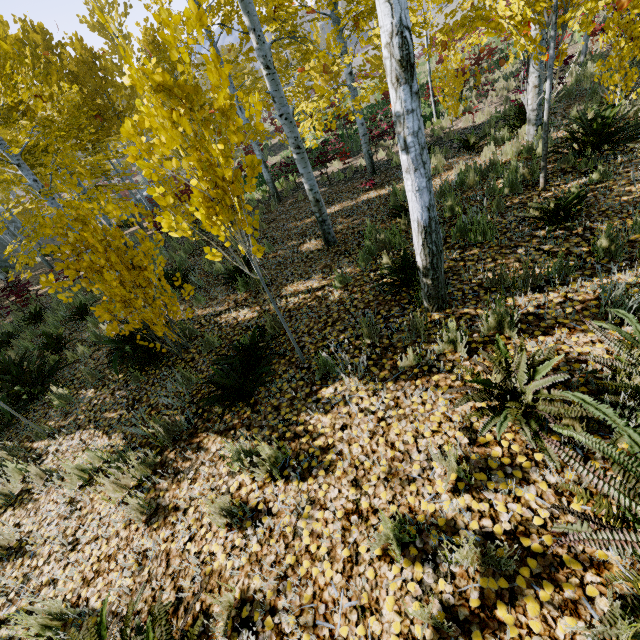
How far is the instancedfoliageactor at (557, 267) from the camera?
3.3m

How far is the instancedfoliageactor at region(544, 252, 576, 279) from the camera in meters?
3.3 m

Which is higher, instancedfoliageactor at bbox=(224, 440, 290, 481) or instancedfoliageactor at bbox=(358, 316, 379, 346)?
instancedfoliageactor at bbox=(358, 316, 379, 346)

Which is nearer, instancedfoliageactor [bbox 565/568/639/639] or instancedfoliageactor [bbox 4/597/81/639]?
instancedfoliageactor [bbox 565/568/639/639]

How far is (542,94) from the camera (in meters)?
6.53

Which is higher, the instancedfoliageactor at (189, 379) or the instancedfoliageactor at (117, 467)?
the instancedfoliageactor at (189, 379)
